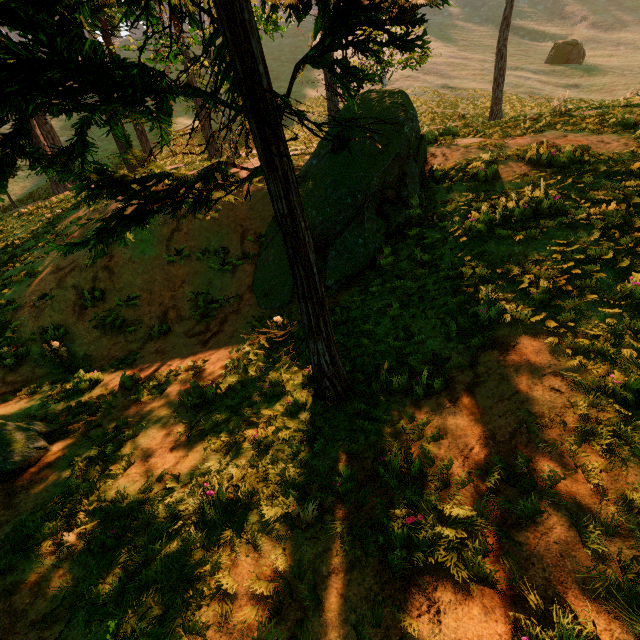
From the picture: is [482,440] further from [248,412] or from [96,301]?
[96,301]

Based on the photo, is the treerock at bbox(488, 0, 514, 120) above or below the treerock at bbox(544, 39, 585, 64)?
below

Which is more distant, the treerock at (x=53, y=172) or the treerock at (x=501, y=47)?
the treerock at (x=501, y=47)

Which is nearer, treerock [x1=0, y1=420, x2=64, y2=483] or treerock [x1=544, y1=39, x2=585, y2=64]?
treerock [x1=0, y1=420, x2=64, y2=483]

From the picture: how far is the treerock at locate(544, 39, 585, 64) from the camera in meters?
37.2

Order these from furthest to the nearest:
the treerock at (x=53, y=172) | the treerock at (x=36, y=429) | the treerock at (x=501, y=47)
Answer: the treerock at (x=501, y=47) → the treerock at (x=36, y=429) → the treerock at (x=53, y=172)

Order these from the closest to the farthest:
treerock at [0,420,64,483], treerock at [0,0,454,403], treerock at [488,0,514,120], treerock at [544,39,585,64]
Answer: treerock at [0,0,454,403] < treerock at [0,420,64,483] < treerock at [488,0,514,120] < treerock at [544,39,585,64]
